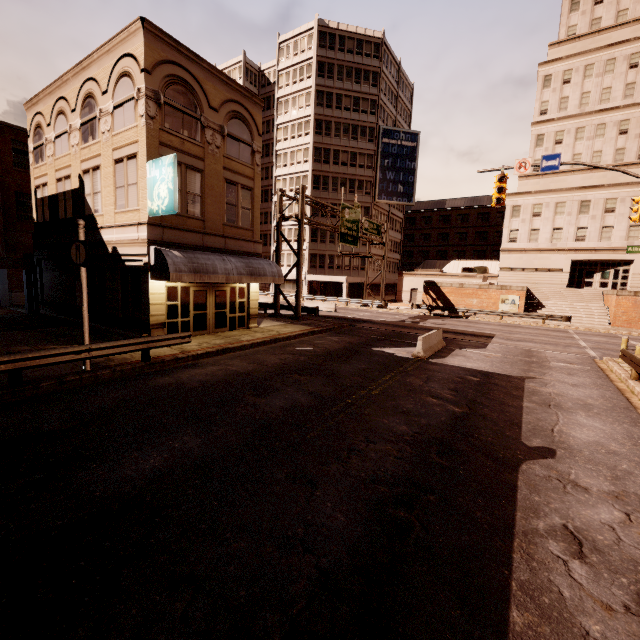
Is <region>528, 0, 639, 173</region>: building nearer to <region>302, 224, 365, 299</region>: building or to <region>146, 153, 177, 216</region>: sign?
<region>302, 224, 365, 299</region>: building

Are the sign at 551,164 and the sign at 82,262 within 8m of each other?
no

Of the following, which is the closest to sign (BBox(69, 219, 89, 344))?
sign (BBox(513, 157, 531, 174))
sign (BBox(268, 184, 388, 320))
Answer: sign (BBox(268, 184, 388, 320))

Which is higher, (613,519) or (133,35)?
(133,35)

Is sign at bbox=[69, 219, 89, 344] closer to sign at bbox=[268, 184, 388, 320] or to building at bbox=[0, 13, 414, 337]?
sign at bbox=[268, 184, 388, 320]

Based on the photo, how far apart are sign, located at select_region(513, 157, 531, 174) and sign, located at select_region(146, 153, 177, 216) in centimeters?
1613cm

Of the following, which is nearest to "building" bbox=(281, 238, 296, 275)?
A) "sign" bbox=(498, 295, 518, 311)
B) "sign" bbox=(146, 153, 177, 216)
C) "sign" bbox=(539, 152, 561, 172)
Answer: "sign" bbox=(498, 295, 518, 311)

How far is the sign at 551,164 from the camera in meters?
15.5
